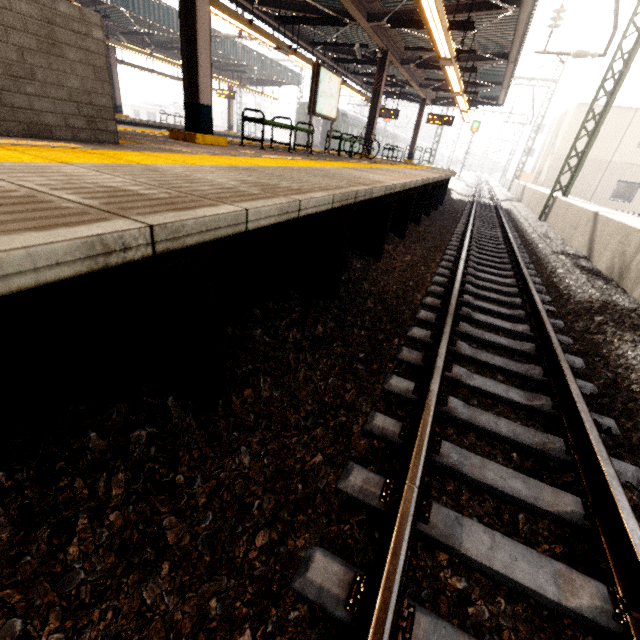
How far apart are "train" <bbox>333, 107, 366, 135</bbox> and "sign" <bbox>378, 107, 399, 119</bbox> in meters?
8.5 m

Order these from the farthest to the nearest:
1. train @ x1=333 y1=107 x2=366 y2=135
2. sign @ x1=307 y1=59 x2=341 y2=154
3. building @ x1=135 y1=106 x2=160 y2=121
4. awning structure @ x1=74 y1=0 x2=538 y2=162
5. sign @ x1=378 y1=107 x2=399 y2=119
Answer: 1. building @ x1=135 y1=106 x2=160 y2=121
2. train @ x1=333 y1=107 x2=366 y2=135
3. sign @ x1=378 y1=107 x2=399 y2=119
4. sign @ x1=307 y1=59 x2=341 y2=154
5. awning structure @ x1=74 y1=0 x2=538 y2=162

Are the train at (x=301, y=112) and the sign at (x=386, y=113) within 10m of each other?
yes

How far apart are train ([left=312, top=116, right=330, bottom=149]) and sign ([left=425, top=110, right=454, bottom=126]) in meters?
10.7 m

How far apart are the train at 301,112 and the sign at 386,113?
8.5m

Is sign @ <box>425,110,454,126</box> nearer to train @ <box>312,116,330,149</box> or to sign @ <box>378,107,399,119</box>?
sign @ <box>378,107,399,119</box>

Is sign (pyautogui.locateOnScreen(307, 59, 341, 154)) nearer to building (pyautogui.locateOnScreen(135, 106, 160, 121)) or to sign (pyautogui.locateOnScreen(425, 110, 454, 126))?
sign (pyautogui.locateOnScreen(425, 110, 454, 126))

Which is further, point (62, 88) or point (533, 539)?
point (62, 88)
